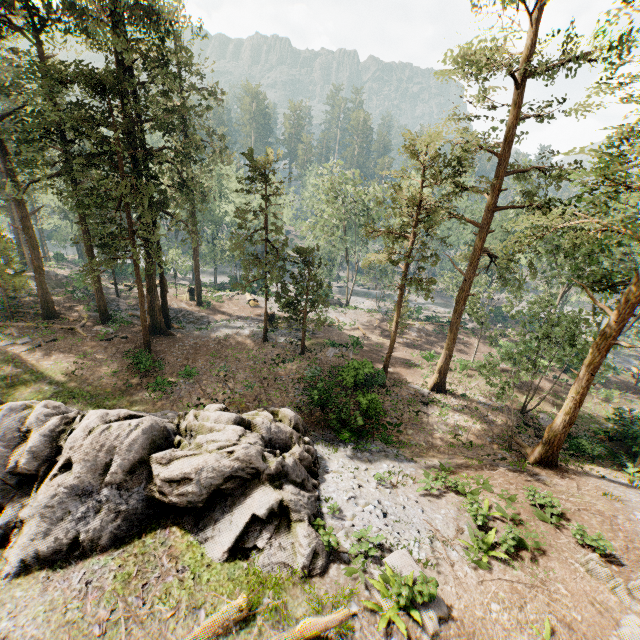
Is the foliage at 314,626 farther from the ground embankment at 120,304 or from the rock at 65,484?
the rock at 65,484

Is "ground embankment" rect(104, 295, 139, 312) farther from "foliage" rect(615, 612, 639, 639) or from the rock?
the rock

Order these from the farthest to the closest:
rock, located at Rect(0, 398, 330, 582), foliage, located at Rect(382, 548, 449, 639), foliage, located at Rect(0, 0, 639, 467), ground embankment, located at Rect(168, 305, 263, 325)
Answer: ground embankment, located at Rect(168, 305, 263, 325)
foliage, located at Rect(0, 0, 639, 467)
rock, located at Rect(0, 398, 330, 582)
foliage, located at Rect(382, 548, 449, 639)

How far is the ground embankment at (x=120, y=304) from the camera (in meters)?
34.26

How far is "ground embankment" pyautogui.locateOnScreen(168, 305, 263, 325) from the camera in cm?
3378

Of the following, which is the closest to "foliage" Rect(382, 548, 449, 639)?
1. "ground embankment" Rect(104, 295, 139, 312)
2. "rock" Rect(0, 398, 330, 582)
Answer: "ground embankment" Rect(104, 295, 139, 312)

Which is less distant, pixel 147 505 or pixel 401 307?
pixel 147 505
